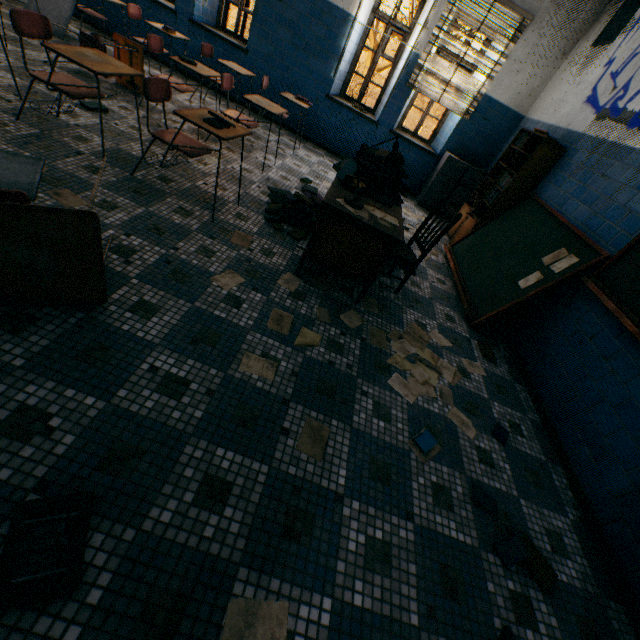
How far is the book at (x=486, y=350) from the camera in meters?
3.1 m

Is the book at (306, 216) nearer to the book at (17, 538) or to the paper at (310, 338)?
the paper at (310, 338)

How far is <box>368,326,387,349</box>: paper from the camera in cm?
259

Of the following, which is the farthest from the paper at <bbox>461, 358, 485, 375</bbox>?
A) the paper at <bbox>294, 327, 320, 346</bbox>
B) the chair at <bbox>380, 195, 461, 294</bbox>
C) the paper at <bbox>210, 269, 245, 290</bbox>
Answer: the paper at <bbox>210, 269, 245, 290</bbox>

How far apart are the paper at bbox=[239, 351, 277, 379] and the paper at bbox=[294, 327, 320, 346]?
0.3 meters

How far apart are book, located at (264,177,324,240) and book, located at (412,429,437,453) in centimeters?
192cm

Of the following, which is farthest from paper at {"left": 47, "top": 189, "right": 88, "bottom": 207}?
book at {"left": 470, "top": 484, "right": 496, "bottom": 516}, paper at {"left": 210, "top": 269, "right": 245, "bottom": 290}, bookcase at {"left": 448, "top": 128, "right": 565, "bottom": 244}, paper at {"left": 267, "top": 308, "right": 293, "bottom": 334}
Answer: bookcase at {"left": 448, "top": 128, "right": 565, "bottom": 244}

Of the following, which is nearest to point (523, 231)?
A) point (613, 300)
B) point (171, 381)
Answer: point (613, 300)
